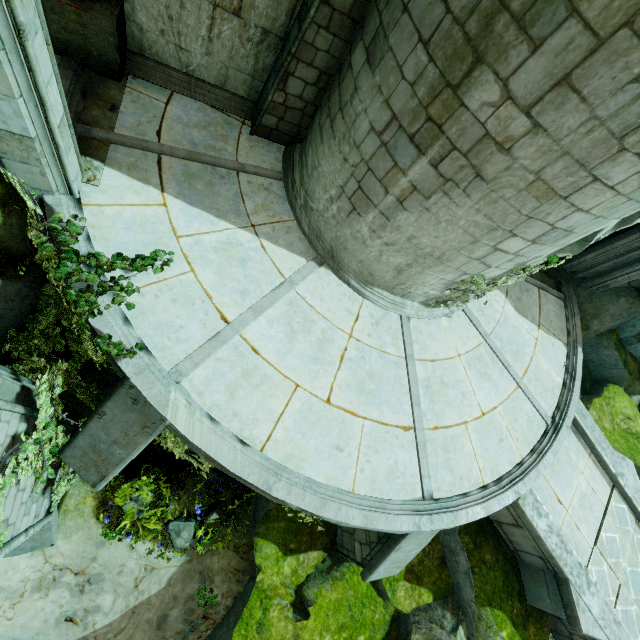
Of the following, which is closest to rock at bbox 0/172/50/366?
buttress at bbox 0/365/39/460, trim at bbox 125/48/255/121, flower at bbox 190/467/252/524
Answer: buttress at bbox 0/365/39/460

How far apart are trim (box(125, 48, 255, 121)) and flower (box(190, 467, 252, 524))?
8.5m

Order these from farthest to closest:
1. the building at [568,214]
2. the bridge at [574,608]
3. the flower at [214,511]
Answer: the flower at [214,511]
the bridge at [574,608]
the building at [568,214]

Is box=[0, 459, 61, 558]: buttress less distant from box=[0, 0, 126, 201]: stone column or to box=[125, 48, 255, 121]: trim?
box=[0, 0, 126, 201]: stone column

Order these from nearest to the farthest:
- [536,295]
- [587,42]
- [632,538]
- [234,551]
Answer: [587,42] < [234,551] < [632,538] < [536,295]

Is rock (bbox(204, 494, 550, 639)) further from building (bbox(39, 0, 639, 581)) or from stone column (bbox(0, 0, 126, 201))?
stone column (bbox(0, 0, 126, 201))

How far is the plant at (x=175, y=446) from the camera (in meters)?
6.05

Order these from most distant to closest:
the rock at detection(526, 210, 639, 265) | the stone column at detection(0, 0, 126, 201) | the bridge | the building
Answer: the bridge, the rock at detection(526, 210, 639, 265), the building, the stone column at detection(0, 0, 126, 201)
